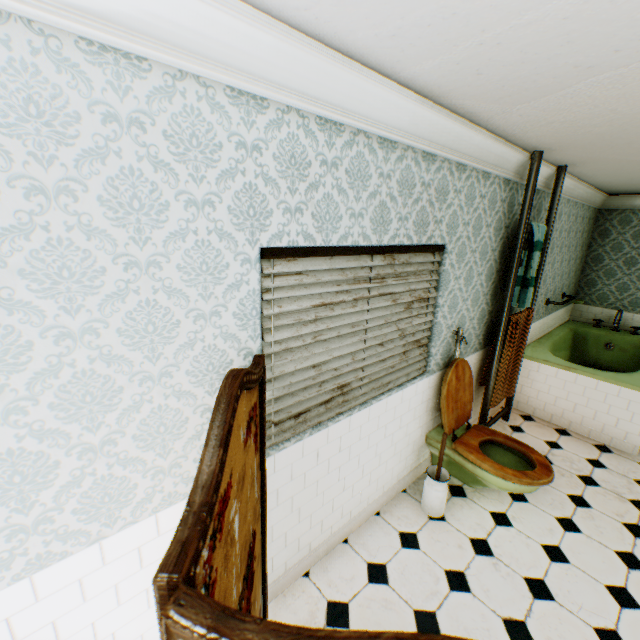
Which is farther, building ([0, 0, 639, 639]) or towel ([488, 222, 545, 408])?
towel ([488, 222, 545, 408])

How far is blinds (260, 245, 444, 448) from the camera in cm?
172

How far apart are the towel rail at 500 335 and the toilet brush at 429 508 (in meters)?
1.13

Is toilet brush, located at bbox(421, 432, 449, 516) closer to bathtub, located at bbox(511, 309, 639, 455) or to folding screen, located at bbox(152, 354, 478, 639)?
folding screen, located at bbox(152, 354, 478, 639)

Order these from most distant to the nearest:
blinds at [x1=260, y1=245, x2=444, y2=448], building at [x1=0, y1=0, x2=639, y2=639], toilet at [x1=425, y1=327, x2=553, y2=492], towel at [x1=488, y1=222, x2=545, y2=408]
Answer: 1. towel at [x1=488, y1=222, x2=545, y2=408]
2. toilet at [x1=425, y1=327, x2=553, y2=492]
3. blinds at [x1=260, y1=245, x2=444, y2=448]
4. building at [x1=0, y1=0, x2=639, y2=639]

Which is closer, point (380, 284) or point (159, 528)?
point (159, 528)

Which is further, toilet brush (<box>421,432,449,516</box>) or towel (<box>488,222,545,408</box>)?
towel (<box>488,222,545,408</box>)

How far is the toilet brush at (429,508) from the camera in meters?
2.8 m
